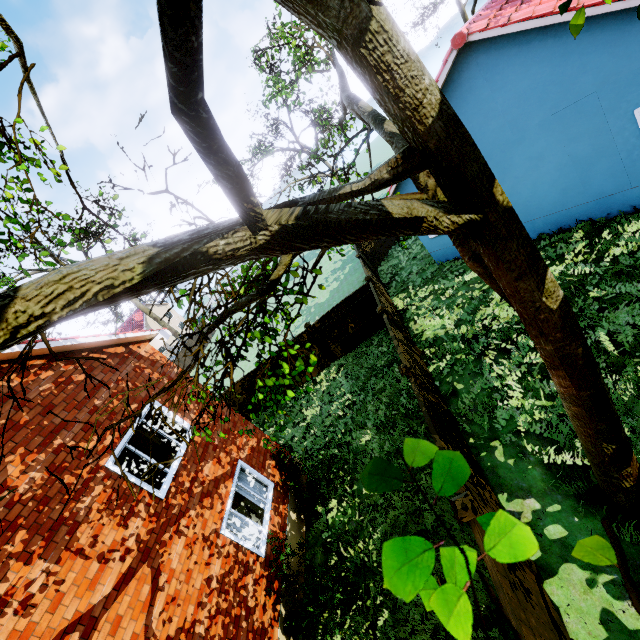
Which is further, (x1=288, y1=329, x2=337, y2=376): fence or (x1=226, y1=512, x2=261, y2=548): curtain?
(x1=288, y1=329, x2=337, y2=376): fence

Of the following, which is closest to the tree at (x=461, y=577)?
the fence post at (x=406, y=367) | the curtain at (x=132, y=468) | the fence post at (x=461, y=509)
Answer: the fence post at (x=461, y=509)

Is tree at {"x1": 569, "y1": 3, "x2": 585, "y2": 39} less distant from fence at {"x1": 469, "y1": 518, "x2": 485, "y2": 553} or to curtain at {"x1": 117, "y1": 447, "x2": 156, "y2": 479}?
fence at {"x1": 469, "y1": 518, "x2": 485, "y2": 553}

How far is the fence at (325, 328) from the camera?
9.2 meters

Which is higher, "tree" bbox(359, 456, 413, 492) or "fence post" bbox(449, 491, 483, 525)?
"tree" bbox(359, 456, 413, 492)

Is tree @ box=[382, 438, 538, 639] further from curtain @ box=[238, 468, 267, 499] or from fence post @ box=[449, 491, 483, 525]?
curtain @ box=[238, 468, 267, 499]

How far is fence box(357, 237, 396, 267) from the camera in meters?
19.5

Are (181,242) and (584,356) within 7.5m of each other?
yes
